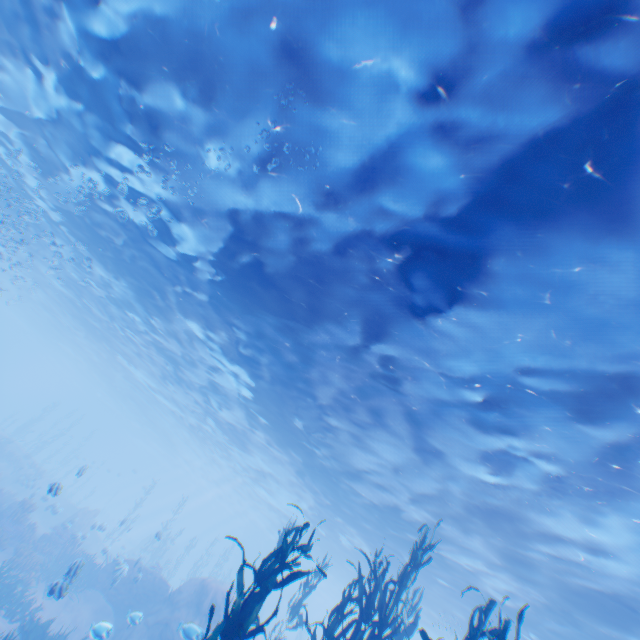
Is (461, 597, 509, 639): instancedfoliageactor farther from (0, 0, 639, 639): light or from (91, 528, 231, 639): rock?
(0, 0, 639, 639): light

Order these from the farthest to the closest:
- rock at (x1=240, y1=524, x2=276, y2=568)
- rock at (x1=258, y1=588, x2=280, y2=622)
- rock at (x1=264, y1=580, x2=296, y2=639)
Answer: rock at (x1=240, y1=524, x2=276, y2=568), rock at (x1=264, y1=580, x2=296, y2=639), rock at (x1=258, y1=588, x2=280, y2=622)

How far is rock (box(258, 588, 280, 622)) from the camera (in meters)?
46.97

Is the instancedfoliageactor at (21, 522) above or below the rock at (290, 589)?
below

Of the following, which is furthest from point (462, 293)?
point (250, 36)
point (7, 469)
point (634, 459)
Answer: point (7, 469)

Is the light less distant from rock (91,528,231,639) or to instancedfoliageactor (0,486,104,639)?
rock (91,528,231,639)

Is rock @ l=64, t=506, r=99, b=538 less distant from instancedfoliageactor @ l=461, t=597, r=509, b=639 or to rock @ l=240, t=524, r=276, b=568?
rock @ l=240, t=524, r=276, b=568

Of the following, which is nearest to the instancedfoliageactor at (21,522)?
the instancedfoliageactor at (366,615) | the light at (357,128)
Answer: the instancedfoliageactor at (366,615)
